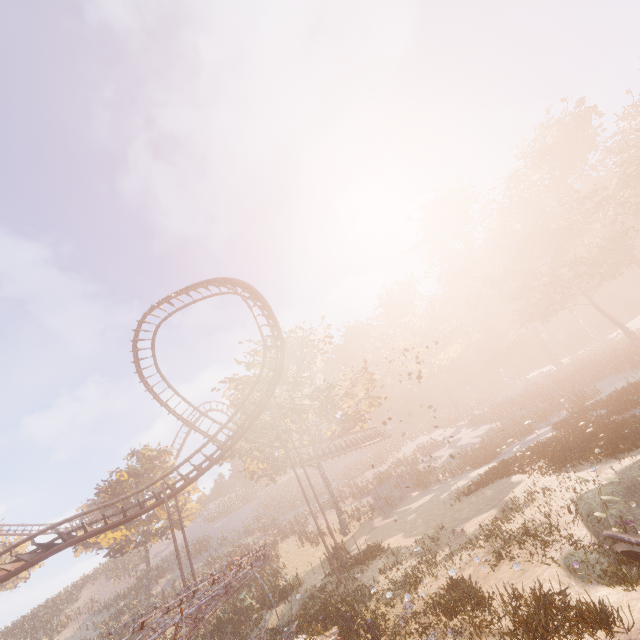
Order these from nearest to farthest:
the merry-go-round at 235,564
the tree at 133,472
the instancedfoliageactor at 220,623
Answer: the merry-go-round at 235,564 < the instancedfoliageactor at 220,623 < the tree at 133,472

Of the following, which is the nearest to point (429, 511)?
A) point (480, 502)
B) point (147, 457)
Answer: point (480, 502)

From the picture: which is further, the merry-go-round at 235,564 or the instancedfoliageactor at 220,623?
the instancedfoliageactor at 220,623

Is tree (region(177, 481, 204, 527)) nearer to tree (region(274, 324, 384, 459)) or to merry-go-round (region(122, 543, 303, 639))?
tree (region(274, 324, 384, 459))

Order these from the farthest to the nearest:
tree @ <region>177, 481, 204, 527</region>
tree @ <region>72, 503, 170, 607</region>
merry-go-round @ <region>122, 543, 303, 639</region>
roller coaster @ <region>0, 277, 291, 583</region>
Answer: tree @ <region>177, 481, 204, 527</region> < tree @ <region>72, 503, 170, 607</region> < roller coaster @ <region>0, 277, 291, 583</region> < merry-go-round @ <region>122, 543, 303, 639</region>

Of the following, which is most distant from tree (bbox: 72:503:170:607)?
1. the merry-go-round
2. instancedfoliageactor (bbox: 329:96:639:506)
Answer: instancedfoliageactor (bbox: 329:96:639:506)

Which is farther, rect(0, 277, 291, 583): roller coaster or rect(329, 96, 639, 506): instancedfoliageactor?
rect(329, 96, 639, 506): instancedfoliageactor

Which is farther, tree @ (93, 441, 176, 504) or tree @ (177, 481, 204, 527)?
tree @ (177, 481, 204, 527)
